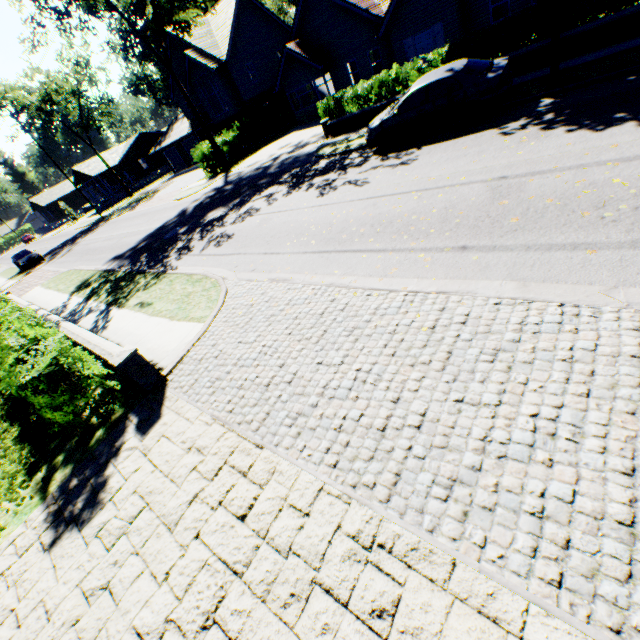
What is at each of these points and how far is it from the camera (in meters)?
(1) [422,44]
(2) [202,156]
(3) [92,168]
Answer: (1) door, 20.19
(2) hedge, 25.53
(3) house, 50.44

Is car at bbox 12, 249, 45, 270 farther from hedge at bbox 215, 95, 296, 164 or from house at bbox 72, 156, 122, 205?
house at bbox 72, 156, 122, 205

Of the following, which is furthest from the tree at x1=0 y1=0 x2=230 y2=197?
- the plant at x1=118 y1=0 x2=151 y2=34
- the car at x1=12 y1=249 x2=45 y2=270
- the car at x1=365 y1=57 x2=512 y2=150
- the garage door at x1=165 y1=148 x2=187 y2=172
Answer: the garage door at x1=165 y1=148 x2=187 y2=172

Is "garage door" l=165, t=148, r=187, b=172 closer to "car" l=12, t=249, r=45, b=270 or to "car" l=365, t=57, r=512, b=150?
"car" l=12, t=249, r=45, b=270

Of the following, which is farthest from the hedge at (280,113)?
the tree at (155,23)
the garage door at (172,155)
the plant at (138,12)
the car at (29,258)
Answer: the car at (29,258)

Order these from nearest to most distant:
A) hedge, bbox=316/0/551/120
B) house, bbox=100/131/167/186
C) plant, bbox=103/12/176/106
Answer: hedge, bbox=316/0/551/120 → plant, bbox=103/12/176/106 → house, bbox=100/131/167/186

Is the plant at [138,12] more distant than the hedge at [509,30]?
Yes

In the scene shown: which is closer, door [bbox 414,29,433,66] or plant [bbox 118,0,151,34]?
door [bbox 414,29,433,66]
